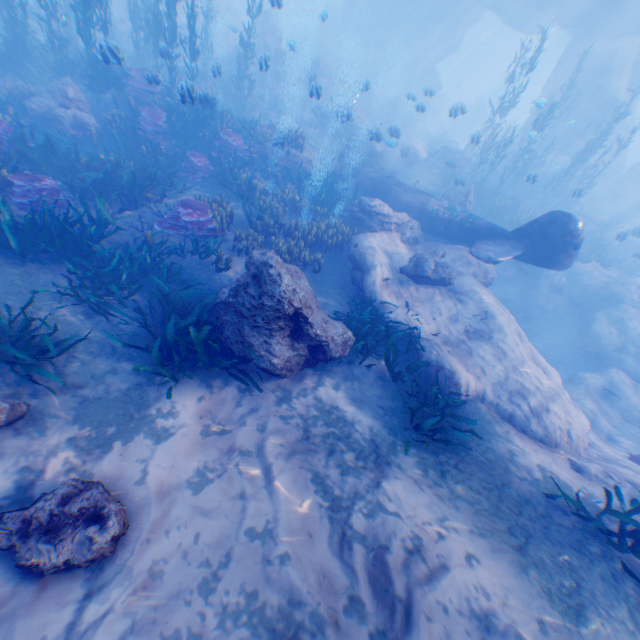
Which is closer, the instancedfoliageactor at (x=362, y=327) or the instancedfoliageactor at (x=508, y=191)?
the instancedfoliageactor at (x=362, y=327)

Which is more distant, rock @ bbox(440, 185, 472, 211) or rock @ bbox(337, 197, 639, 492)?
rock @ bbox(440, 185, 472, 211)

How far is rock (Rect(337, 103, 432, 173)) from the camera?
13.4 meters

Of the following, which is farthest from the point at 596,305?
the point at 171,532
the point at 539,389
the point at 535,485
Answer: the point at 171,532

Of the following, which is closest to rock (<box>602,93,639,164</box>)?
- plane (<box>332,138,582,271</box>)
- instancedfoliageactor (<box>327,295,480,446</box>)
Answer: plane (<box>332,138,582,271</box>)

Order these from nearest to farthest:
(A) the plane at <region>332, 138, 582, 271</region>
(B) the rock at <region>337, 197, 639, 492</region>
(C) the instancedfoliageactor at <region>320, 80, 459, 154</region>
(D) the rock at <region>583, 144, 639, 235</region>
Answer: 1. (B) the rock at <region>337, 197, 639, 492</region>
2. (A) the plane at <region>332, 138, 582, 271</region>
3. (C) the instancedfoliageactor at <region>320, 80, 459, 154</region>
4. (D) the rock at <region>583, 144, 639, 235</region>

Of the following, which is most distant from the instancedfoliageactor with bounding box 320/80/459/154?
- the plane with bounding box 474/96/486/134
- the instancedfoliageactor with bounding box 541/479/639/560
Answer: the plane with bounding box 474/96/486/134

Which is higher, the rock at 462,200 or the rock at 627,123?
Answer: the rock at 627,123
